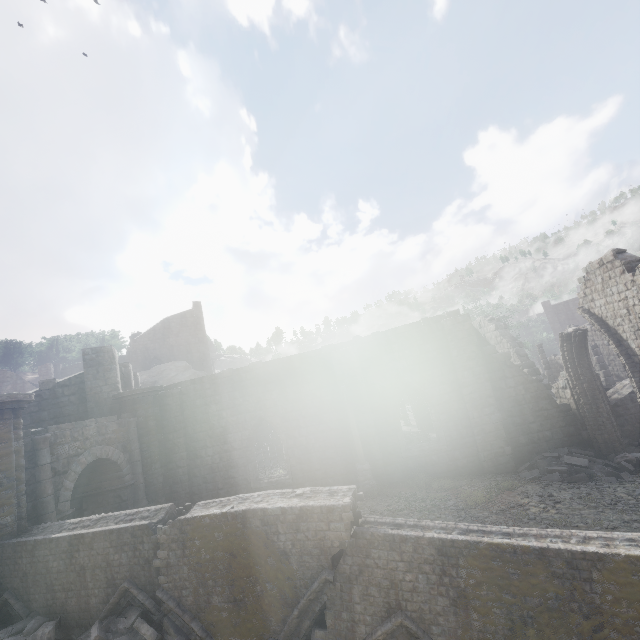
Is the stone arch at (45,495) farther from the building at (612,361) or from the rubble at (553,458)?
the rubble at (553,458)

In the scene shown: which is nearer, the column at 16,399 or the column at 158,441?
the column at 16,399

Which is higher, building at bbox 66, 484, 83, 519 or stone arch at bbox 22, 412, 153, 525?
building at bbox 66, 484, 83, 519

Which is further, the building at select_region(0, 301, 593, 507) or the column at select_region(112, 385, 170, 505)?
the column at select_region(112, 385, 170, 505)

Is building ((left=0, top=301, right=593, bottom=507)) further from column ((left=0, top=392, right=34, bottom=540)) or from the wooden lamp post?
the wooden lamp post

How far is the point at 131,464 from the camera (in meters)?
14.66

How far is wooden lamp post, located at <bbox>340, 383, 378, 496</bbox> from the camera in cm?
1360

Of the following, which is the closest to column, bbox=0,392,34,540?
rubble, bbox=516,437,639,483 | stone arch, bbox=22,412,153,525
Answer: stone arch, bbox=22,412,153,525
